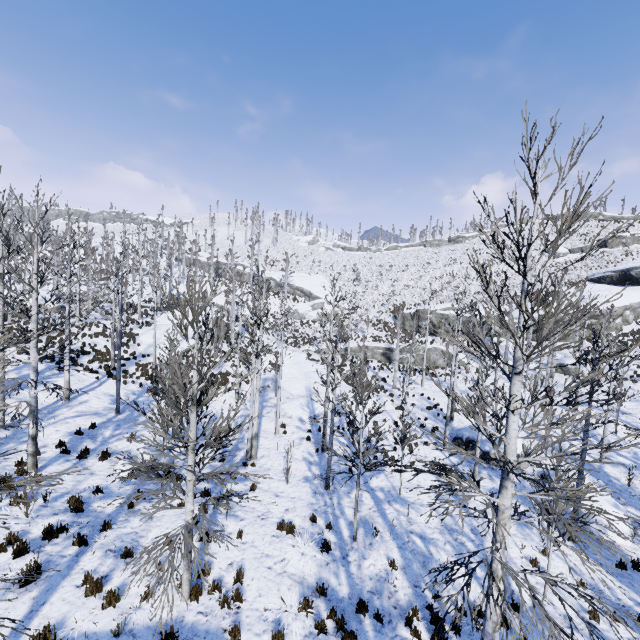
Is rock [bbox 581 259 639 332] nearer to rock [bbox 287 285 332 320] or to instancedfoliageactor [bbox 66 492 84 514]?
rock [bbox 287 285 332 320]

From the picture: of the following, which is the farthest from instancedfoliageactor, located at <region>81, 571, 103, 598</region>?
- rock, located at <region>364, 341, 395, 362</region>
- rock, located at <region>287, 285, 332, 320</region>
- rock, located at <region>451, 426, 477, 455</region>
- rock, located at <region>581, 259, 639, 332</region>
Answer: rock, located at <region>287, 285, 332, 320</region>

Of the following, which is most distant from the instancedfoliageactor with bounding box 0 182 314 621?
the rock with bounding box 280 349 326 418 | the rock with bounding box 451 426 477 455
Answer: the rock with bounding box 451 426 477 455

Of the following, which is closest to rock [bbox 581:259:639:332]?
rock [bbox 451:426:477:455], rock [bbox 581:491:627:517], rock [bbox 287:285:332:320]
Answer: rock [bbox 287:285:332:320]

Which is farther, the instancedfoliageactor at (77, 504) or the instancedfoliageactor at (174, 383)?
the instancedfoliageactor at (77, 504)

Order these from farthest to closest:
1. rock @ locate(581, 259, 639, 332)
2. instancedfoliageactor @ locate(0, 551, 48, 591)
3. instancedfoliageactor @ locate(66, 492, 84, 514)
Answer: rock @ locate(581, 259, 639, 332)
instancedfoliageactor @ locate(66, 492, 84, 514)
instancedfoliageactor @ locate(0, 551, 48, 591)

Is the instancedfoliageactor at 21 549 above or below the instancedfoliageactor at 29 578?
below

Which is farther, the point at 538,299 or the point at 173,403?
the point at 173,403
